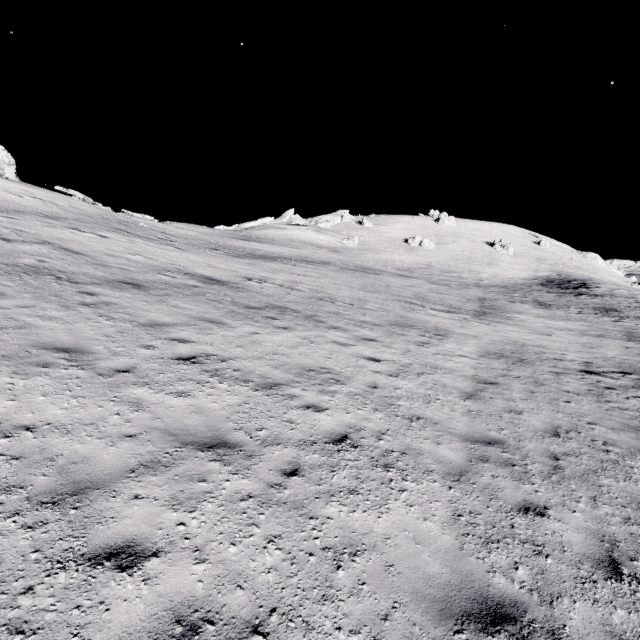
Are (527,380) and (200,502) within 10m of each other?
no
